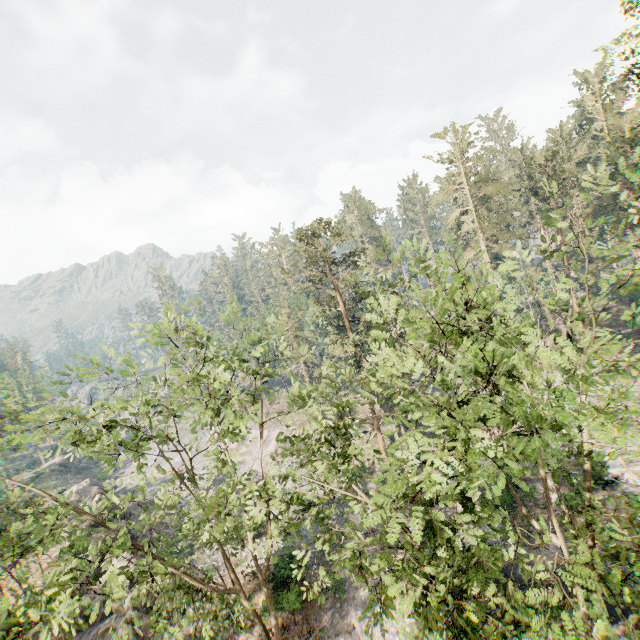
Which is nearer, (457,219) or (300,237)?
(300,237)

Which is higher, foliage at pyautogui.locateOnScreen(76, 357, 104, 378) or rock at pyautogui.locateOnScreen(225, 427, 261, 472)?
foliage at pyautogui.locateOnScreen(76, 357, 104, 378)

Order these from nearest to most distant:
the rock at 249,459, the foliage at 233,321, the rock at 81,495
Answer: the foliage at 233,321 < the rock at 81,495 < the rock at 249,459

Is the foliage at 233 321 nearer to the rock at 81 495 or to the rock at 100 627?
the rock at 100 627

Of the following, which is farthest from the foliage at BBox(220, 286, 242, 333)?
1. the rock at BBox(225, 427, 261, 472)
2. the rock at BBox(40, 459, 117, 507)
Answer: the rock at BBox(40, 459, 117, 507)

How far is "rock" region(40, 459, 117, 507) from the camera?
37.8m

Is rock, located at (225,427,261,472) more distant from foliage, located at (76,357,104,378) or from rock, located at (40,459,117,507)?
foliage, located at (76,357,104,378)
